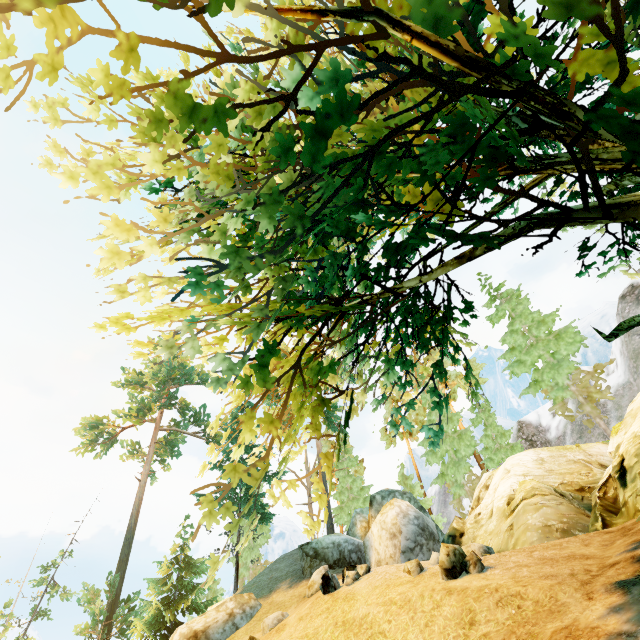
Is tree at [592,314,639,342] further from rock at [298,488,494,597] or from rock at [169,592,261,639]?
rock at [169,592,261,639]

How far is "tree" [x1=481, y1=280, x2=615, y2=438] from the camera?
19.4 meters

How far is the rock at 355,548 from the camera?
9.6 meters

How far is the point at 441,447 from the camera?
33.4 meters

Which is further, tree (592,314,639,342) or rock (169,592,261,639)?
rock (169,592,261,639)

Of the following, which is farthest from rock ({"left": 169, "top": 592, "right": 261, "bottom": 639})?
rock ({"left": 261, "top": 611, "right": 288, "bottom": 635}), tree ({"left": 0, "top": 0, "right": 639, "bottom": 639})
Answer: tree ({"left": 0, "top": 0, "right": 639, "bottom": 639})

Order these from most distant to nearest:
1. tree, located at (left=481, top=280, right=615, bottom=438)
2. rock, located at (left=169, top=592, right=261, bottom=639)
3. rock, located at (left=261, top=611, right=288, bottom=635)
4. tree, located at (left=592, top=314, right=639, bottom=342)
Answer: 1. tree, located at (left=481, top=280, right=615, bottom=438)
2. rock, located at (left=169, top=592, right=261, bottom=639)
3. rock, located at (left=261, top=611, right=288, bottom=635)
4. tree, located at (left=592, top=314, right=639, bottom=342)

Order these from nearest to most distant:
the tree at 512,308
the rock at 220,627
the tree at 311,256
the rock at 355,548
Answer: the tree at 311,256, the rock at 355,548, the rock at 220,627, the tree at 512,308
